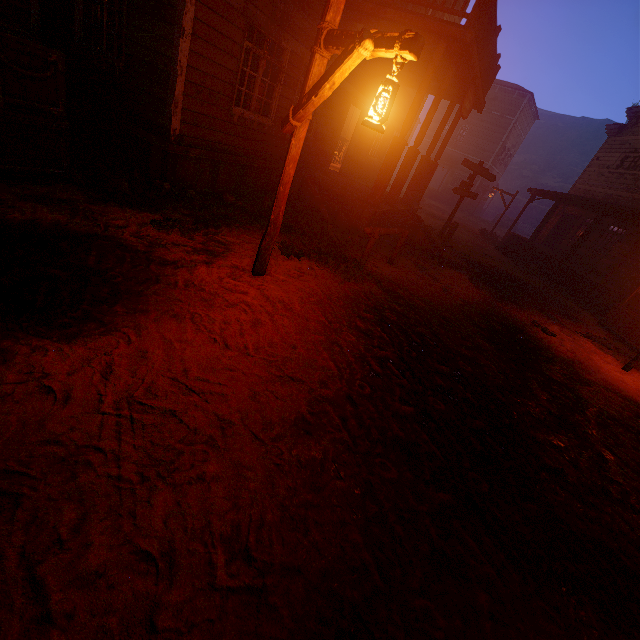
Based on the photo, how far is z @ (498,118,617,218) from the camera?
49.4m

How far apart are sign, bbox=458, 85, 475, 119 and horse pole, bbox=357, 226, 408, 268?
3.9 meters

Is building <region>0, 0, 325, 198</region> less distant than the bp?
Yes

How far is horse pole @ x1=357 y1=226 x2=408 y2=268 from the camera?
6.60m

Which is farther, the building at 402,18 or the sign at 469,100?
the sign at 469,100

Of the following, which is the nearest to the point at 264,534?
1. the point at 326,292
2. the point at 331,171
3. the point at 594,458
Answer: the point at 326,292

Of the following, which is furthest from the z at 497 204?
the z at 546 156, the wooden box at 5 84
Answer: the z at 546 156

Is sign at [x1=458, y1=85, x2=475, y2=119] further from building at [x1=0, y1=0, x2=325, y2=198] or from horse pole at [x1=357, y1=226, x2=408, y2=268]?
horse pole at [x1=357, y1=226, x2=408, y2=268]
